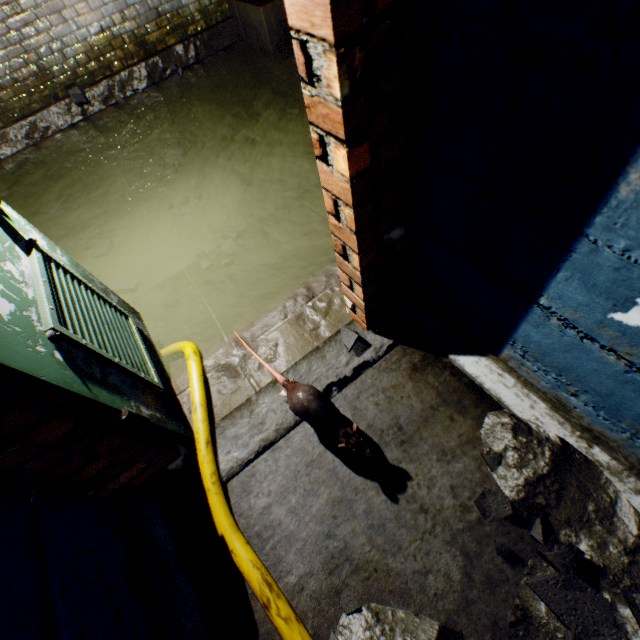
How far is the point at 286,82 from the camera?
4.34m

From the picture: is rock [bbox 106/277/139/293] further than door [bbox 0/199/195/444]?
Yes

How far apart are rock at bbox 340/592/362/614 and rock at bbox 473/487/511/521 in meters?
0.6 m

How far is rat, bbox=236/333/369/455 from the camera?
1.4m

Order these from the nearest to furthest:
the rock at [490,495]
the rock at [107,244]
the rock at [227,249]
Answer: the rock at [490,495] < the rock at [227,249] < the rock at [107,244]

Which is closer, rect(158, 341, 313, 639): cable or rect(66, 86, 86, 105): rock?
rect(158, 341, 313, 639): cable

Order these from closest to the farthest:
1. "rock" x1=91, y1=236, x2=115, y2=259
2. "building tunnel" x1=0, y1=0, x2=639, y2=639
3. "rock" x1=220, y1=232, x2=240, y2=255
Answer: "building tunnel" x1=0, y1=0, x2=639, y2=639 < "rock" x1=220, y1=232, x2=240, y2=255 < "rock" x1=91, y1=236, x2=115, y2=259

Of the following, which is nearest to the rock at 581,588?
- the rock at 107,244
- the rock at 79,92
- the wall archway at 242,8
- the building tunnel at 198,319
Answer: the building tunnel at 198,319
